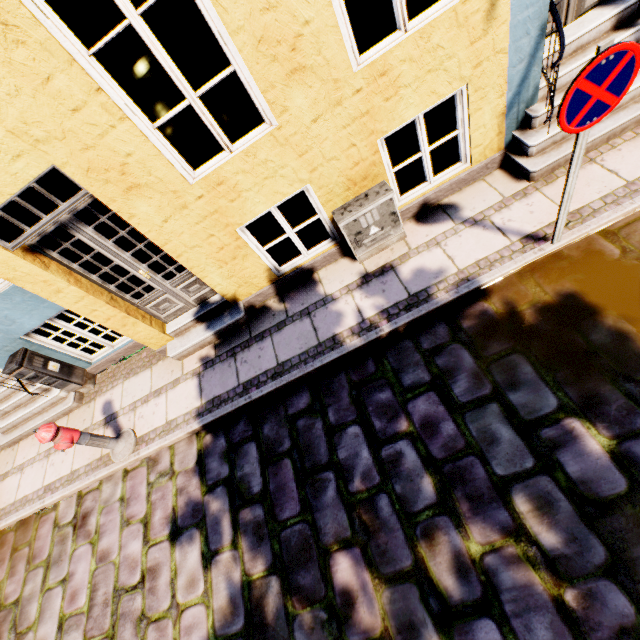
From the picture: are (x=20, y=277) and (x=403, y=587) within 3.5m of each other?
no

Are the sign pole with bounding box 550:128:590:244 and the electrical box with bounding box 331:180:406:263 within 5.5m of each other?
yes

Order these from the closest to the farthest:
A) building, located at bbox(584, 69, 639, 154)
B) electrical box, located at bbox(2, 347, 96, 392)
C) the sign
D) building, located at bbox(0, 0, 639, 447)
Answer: the sign < building, located at bbox(0, 0, 639, 447) < building, located at bbox(584, 69, 639, 154) < electrical box, located at bbox(2, 347, 96, 392)

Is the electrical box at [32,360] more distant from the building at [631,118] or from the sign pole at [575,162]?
the sign pole at [575,162]

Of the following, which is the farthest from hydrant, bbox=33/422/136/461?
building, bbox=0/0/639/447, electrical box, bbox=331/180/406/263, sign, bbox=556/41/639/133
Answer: sign, bbox=556/41/639/133

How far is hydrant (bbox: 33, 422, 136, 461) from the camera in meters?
4.0 m

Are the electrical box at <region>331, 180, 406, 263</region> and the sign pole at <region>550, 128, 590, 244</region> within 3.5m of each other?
yes

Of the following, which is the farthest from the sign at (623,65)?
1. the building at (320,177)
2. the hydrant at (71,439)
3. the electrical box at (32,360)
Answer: the electrical box at (32,360)
